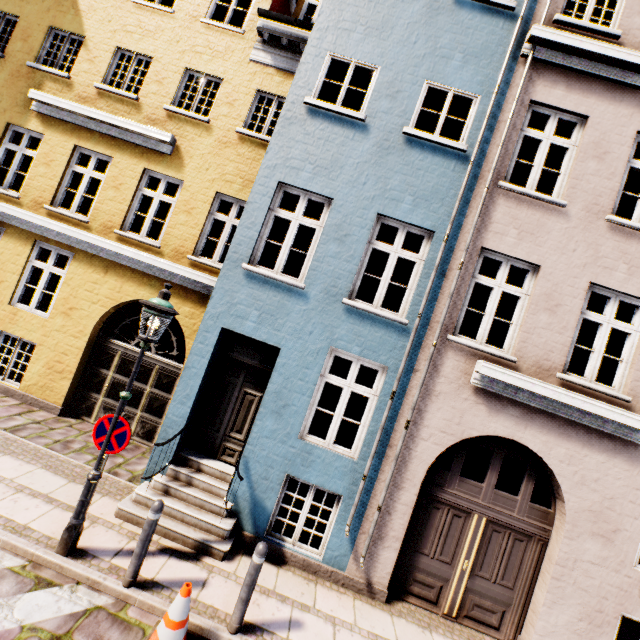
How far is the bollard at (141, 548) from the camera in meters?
4.2 m

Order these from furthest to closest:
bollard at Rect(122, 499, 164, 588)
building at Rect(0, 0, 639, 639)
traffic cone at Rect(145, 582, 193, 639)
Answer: building at Rect(0, 0, 639, 639), bollard at Rect(122, 499, 164, 588), traffic cone at Rect(145, 582, 193, 639)

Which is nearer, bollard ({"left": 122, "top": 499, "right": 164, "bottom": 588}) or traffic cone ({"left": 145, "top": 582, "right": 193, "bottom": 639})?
traffic cone ({"left": 145, "top": 582, "right": 193, "bottom": 639})

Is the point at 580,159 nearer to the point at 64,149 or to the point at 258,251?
the point at 258,251

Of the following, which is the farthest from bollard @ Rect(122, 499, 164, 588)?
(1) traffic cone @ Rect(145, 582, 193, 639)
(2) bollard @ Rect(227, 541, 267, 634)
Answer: (2) bollard @ Rect(227, 541, 267, 634)

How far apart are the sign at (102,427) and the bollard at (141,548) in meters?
1.1 m

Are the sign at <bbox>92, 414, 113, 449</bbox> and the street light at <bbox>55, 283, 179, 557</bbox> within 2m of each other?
yes

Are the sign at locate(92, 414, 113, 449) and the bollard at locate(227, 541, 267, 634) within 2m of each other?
no
